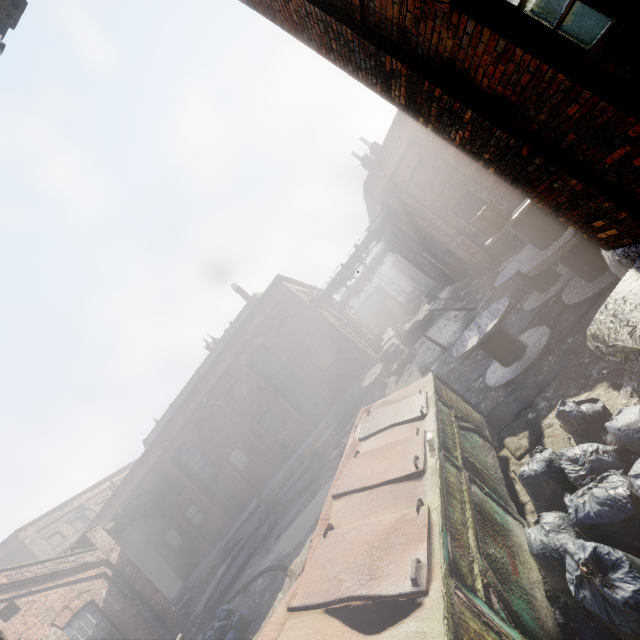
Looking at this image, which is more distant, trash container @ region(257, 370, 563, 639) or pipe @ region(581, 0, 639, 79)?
trash container @ region(257, 370, 563, 639)

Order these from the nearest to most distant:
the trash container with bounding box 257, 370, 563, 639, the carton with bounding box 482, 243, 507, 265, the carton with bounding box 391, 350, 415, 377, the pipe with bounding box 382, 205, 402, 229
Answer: the trash container with bounding box 257, 370, 563, 639, the carton with bounding box 482, 243, 507, 265, the carton with bounding box 391, 350, 415, 377, the pipe with bounding box 382, 205, 402, 229

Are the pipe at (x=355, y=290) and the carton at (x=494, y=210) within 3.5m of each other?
no

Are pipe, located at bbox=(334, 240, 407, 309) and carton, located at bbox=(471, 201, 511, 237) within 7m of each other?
no

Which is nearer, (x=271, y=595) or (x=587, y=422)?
(x=587, y=422)

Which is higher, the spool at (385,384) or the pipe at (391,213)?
the pipe at (391,213)

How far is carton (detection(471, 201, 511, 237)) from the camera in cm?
587

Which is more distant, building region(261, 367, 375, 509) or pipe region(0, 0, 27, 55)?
building region(261, 367, 375, 509)
